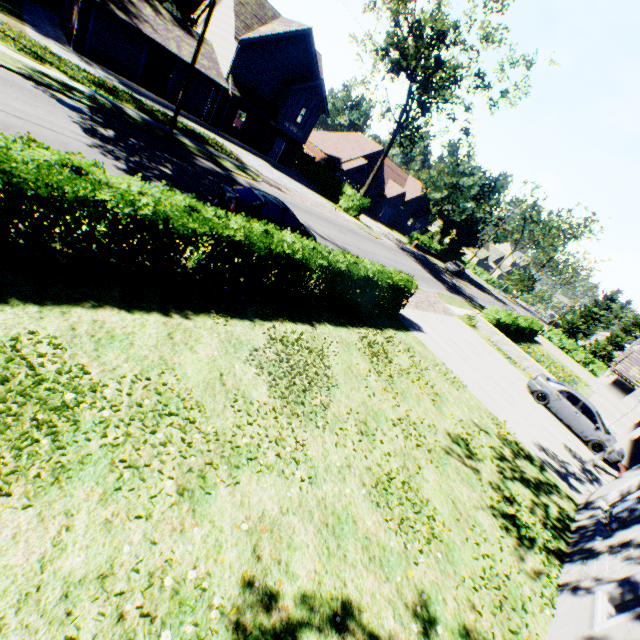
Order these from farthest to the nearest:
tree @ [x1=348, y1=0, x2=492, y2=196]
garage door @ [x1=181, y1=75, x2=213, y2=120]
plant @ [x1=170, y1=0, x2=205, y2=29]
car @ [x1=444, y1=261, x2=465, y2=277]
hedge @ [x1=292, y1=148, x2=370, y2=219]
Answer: plant @ [x1=170, y1=0, x2=205, y2=29], car @ [x1=444, y1=261, x2=465, y2=277], hedge @ [x1=292, y1=148, x2=370, y2=219], garage door @ [x1=181, y1=75, x2=213, y2=120], tree @ [x1=348, y1=0, x2=492, y2=196]

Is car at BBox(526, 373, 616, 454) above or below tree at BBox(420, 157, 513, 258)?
below

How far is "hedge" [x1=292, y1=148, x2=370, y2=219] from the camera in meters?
33.2

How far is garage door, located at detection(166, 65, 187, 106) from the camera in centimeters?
2594cm

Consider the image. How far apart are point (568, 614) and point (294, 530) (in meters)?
5.38

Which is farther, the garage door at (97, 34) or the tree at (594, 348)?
the tree at (594, 348)

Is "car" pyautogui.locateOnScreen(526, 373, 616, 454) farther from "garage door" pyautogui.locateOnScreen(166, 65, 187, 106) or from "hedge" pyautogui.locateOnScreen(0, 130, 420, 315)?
"garage door" pyautogui.locateOnScreen(166, 65, 187, 106)

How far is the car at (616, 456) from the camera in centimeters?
1480cm
